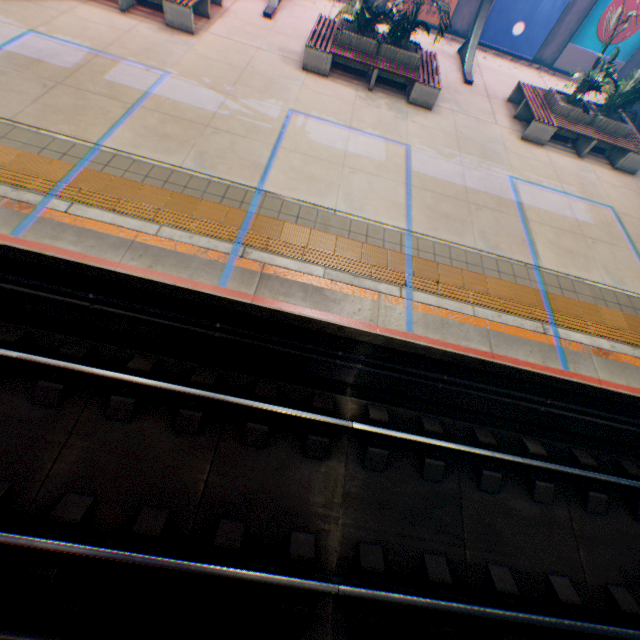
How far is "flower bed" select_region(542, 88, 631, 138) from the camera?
9.6 meters

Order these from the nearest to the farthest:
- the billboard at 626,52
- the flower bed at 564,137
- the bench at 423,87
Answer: the bench at 423,87
the flower bed at 564,137
the billboard at 626,52

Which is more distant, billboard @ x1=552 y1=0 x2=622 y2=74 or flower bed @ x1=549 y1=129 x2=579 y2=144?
billboard @ x1=552 y1=0 x2=622 y2=74

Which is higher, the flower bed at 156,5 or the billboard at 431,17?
the billboard at 431,17

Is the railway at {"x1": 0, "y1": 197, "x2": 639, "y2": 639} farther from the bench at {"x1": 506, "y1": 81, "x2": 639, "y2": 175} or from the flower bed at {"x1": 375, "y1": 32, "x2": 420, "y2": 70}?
the flower bed at {"x1": 375, "y1": 32, "x2": 420, "y2": 70}

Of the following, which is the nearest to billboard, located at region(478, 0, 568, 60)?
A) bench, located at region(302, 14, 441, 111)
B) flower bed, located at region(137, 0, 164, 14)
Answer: bench, located at region(302, 14, 441, 111)

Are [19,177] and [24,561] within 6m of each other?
yes

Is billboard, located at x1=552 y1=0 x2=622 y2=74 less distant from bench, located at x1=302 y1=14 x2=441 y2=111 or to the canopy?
the canopy
